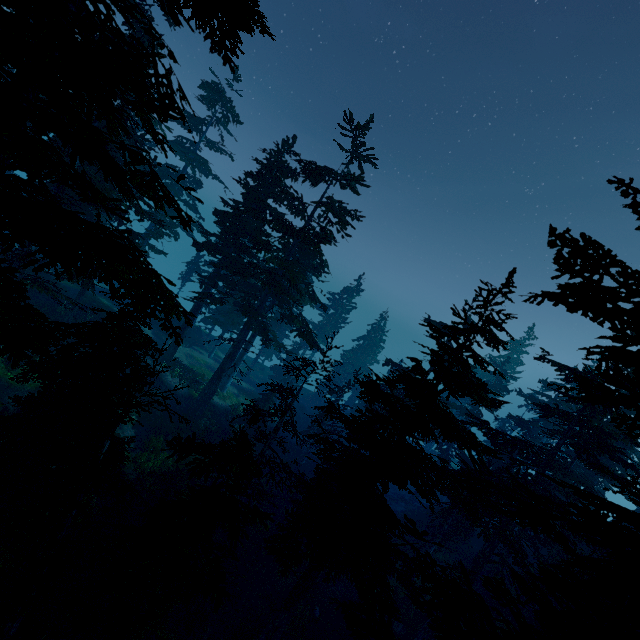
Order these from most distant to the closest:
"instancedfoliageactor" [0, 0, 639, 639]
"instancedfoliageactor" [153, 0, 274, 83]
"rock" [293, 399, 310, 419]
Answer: "rock" [293, 399, 310, 419]
"instancedfoliageactor" [153, 0, 274, 83]
"instancedfoliageactor" [0, 0, 639, 639]

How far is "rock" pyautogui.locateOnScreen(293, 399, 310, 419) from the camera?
41.47m

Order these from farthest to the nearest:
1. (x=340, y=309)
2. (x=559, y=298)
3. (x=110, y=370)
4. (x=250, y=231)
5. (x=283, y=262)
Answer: (x=340, y=309) → (x=250, y=231) → (x=283, y=262) → (x=110, y=370) → (x=559, y=298)

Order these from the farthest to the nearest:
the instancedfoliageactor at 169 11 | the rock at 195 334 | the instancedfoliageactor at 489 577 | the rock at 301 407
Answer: the rock at 301 407 → the rock at 195 334 → the instancedfoliageactor at 169 11 → the instancedfoliageactor at 489 577

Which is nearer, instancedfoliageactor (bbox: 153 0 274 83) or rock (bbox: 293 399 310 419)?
instancedfoliageactor (bbox: 153 0 274 83)

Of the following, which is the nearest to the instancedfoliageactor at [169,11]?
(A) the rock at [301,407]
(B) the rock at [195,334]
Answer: (B) the rock at [195,334]

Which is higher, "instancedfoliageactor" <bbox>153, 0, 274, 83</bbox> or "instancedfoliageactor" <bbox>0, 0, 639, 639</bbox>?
"instancedfoliageactor" <bbox>153, 0, 274, 83</bbox>

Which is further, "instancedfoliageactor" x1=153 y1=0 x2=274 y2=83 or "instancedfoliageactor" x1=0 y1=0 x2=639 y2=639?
"instancedfoliageactor" x1=153 y1=0 x2=274 y2=83
